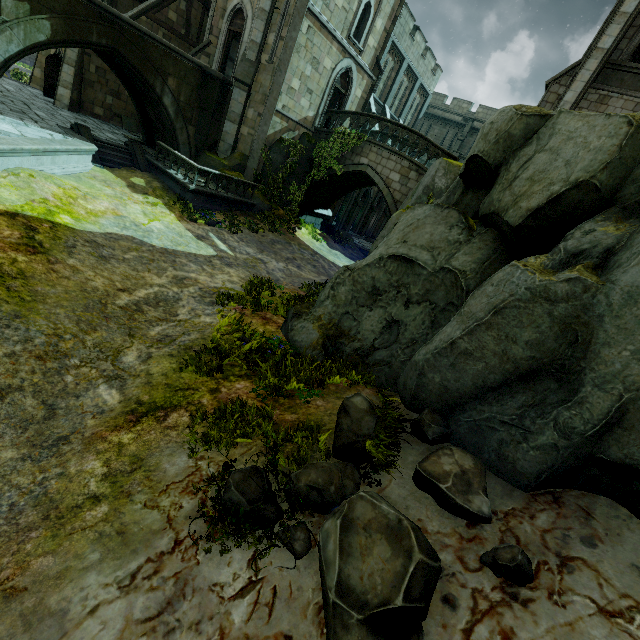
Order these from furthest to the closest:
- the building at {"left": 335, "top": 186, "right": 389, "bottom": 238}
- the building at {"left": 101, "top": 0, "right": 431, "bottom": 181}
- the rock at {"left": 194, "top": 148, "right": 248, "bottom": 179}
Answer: the building at {"left": 335, "top": 186, "right": 389, "bottom": 238} < the rock at {"left": 194, "top": 148, "right": 248, "bottom": 179} < the building at {"left": 101, "top": 0, "right": 431, "bottom": 181}

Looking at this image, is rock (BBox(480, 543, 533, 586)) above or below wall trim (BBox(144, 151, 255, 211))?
above

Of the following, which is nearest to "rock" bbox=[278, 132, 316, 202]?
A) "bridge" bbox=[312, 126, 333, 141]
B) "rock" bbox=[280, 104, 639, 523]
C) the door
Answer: "bridge" bbox=[312, 126, 333, 141]

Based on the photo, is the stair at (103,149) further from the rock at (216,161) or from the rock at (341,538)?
the rock at (341,538)

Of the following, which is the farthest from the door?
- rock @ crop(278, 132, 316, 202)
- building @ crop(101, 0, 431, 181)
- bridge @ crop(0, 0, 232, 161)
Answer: rock @ crop(278, 132, 316, 202)

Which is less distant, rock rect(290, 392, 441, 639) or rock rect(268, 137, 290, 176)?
rock rect(290, 392, 441, 639)

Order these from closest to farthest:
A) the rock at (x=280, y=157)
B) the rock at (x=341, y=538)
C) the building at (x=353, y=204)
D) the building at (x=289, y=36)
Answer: the rock at (x=341, y=538)
the building at (x=289, y=36)
the rock at (x=280, y=157)
the building at (x=353, y=204)

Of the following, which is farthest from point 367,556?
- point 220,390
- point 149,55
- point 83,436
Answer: point 149,55
